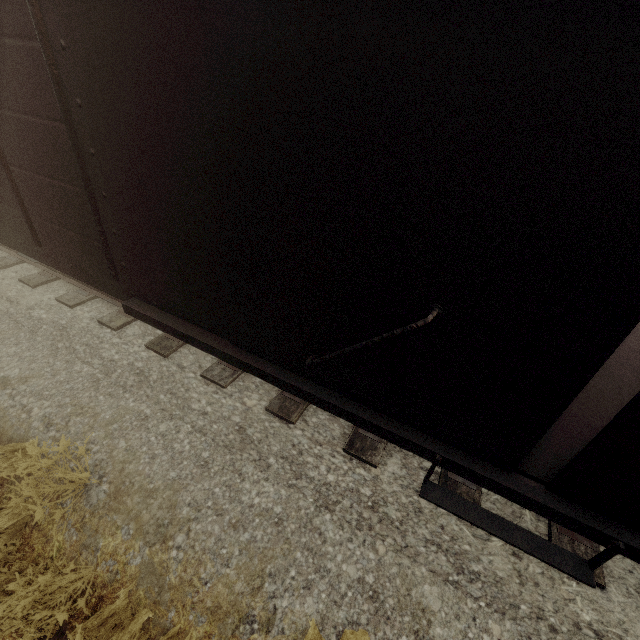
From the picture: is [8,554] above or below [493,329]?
below
